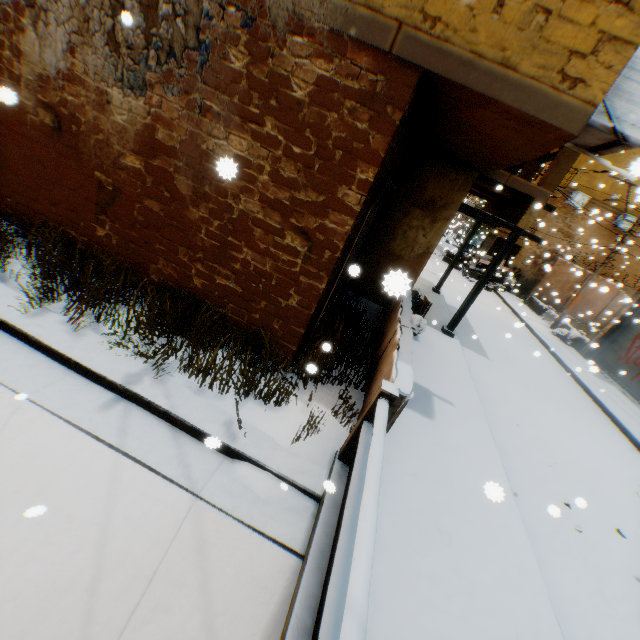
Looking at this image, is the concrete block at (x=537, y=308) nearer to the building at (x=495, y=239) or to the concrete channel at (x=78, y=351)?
the building at (x=495, y=239)

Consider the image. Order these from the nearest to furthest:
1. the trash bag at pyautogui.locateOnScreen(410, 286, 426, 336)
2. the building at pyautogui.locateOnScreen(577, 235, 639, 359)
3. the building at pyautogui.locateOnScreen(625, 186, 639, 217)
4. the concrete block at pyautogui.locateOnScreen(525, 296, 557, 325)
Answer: the trash bag at pyautogui.locateOnScreen(410, 286, 426, 336) < the building at pyautogui.locateOnScreen(625, 186, 639, 217) < the building at pyautogui.locateOnScreen(577, 235, 639, 359) < the concrete block at pyautogui.locateOnScreen(525, 296, 557, 325)

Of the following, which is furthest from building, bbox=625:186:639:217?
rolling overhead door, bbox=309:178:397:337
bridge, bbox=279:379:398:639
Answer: bridge, bbox=279:379:398:639

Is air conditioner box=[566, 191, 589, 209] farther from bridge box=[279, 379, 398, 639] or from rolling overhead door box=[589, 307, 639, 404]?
bridge box=[279, 379, 398, 639]

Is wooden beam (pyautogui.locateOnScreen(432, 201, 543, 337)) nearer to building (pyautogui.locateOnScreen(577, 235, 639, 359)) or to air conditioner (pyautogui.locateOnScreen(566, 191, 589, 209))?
building (pyautogui.locateOnScreen(577, 235, 639, 359))

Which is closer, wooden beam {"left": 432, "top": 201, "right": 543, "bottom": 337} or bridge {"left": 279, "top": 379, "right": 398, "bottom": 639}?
bridge {"left": 279, "top": 379, "right": 398, "bottom": 639}

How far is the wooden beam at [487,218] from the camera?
7.7m

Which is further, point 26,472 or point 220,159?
point 26,472
